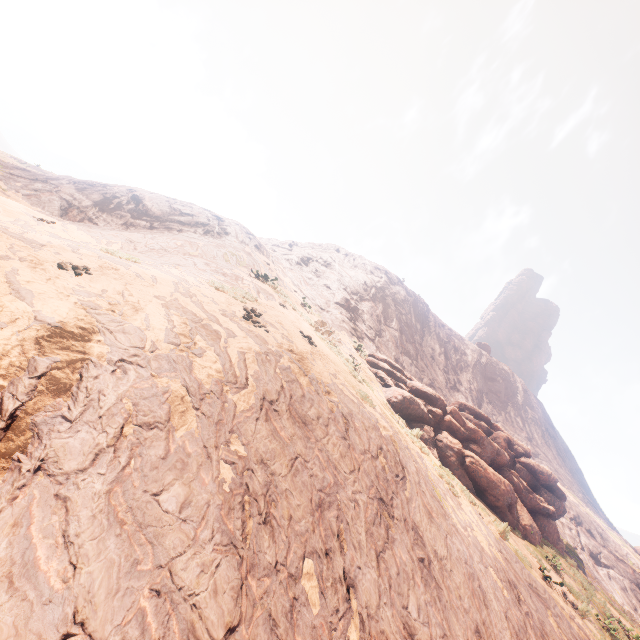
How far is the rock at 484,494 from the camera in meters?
14.2 m

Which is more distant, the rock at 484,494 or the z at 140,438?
the rock at 484,494

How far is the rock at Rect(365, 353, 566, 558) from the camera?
14.2 meters

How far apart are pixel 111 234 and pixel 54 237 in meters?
3.8 m

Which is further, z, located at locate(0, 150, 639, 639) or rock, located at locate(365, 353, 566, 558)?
rock, located at locate(365, 353, 566, 558)
